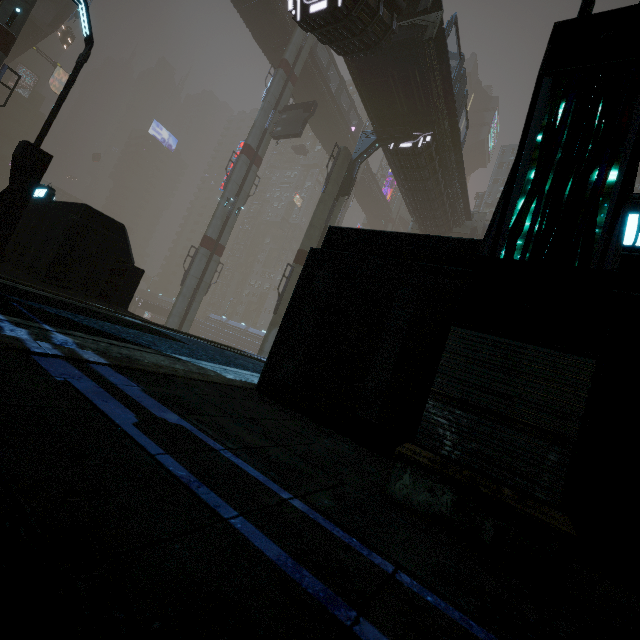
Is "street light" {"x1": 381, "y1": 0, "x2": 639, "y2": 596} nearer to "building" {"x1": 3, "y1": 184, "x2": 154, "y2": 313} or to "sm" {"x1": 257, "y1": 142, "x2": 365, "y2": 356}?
"building" {"x1": 3, "y1": 184, "x2": 154, "y2": 313}

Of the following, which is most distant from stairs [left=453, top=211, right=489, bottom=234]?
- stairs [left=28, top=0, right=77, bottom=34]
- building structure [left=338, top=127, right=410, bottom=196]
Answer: stairs [left=28, top=0, right=77, bottom=34]

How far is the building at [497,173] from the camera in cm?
5623

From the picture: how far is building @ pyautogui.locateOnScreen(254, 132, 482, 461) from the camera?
2.6m

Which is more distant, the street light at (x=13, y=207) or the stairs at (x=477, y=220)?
the stairs at (x=477, y=220)

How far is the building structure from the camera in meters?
21.2 m

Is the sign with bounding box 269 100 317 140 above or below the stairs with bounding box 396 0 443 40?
above

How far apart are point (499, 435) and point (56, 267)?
8.9m
